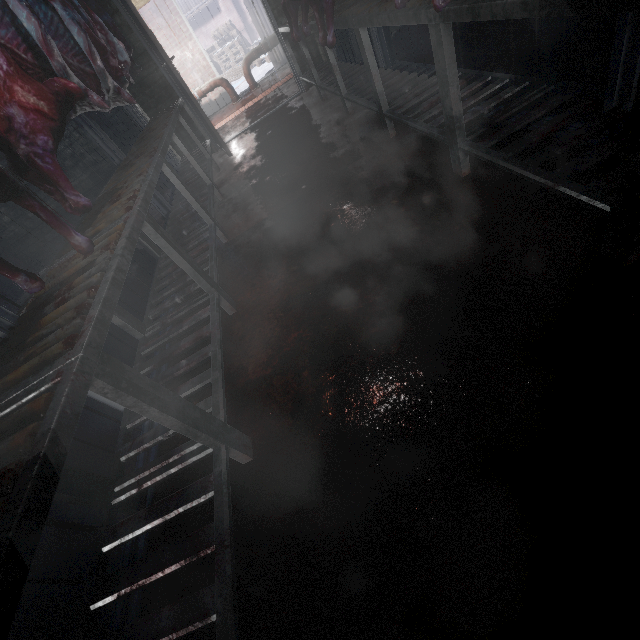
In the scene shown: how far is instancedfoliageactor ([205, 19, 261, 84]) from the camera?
10.9 meters

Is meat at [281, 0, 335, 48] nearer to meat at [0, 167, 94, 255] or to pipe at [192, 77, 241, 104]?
meat at [0, 167, 94, 255]

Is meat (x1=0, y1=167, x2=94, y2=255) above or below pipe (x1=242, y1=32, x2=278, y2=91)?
above

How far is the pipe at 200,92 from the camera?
6.6 meters

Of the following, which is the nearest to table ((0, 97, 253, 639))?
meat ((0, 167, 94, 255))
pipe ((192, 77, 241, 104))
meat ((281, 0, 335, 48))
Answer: meat ((0, 167, 94, 255))

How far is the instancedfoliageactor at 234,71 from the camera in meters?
10.9 m

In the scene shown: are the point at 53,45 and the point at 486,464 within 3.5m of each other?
yes

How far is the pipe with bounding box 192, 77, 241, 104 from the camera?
6.60m
